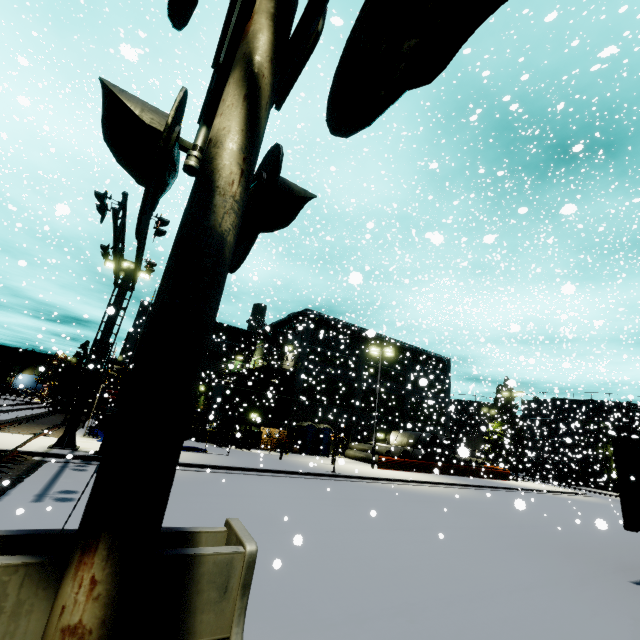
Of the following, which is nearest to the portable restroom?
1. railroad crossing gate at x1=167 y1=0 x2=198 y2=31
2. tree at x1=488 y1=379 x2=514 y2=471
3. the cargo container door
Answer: → the cargo container door

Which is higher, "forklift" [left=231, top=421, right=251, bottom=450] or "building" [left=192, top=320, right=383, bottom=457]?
"building" [left=192, top=320, right=383, bottom=457]

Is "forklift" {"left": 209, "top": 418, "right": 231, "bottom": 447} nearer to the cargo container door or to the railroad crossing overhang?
the railroad crossing overhang

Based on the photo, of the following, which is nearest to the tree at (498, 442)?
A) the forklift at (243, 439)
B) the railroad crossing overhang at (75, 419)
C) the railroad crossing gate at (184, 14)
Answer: the railroad crossing gate at (184, 14)

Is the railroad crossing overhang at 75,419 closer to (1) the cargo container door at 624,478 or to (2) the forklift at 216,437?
(2) the forklift at 216,437

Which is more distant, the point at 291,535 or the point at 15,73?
the point at 15,73

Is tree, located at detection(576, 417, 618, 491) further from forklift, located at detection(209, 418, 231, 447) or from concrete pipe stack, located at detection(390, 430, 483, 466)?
forklift, located at detection(209, 418, 231, 447)

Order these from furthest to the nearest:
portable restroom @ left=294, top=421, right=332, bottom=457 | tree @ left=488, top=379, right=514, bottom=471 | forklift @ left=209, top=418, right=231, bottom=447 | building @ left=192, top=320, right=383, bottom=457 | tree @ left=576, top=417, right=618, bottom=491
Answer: tree @ left=488, top=379, right=514, bottom=471, tree @ left=576, top=417, right=618, bottom=491, portable restroom @ left=294, top=421, right=332, bottom=457, building @ left=192, top=320, right=383, bottom=457, forklift @ left=209, top=418, right=231, bottom=447
